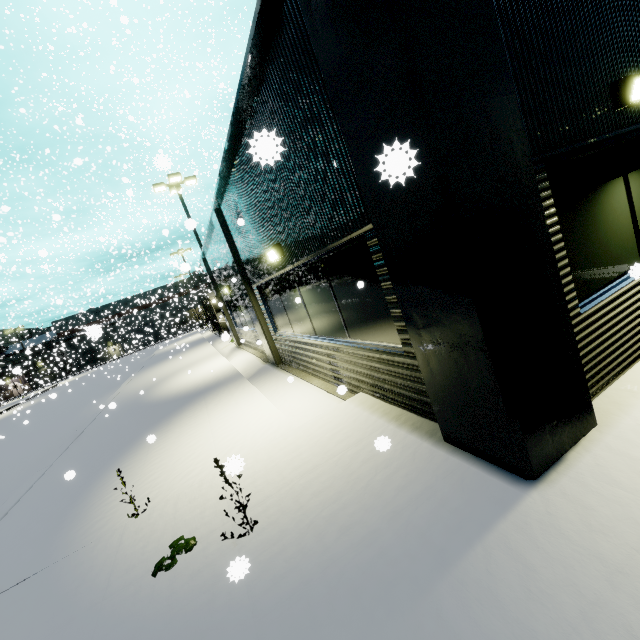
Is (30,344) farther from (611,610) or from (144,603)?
(611,610)

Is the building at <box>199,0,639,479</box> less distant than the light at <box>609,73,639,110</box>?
Yes

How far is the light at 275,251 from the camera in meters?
6.1 m

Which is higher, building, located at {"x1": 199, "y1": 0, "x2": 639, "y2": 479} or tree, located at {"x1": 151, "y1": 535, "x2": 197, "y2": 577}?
building, located at {"x1": 199, "y1": 0, "x2": 639, "y2": 479}

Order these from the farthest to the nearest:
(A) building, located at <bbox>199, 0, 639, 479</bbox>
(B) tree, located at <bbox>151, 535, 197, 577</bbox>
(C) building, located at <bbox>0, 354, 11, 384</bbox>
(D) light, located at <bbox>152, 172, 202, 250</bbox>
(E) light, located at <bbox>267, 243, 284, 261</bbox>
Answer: (C) building, located at <bbox>0, 354, 11, 384</bbox> < (D) light, located at <bbox>152, 172, 202, 250</bbox> < (E) light, located at <bbox>267, 243, 284, 261</bbox> < (B) tree, located at <bbox>151, 535, 197, 577</bbox> < (A) building, located at <bbox>199, 0, 639, 479</bbox>

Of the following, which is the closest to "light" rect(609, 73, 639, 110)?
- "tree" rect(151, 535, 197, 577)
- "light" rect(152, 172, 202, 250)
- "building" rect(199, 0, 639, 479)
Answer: "building" rect(199, 0, 639, 479)

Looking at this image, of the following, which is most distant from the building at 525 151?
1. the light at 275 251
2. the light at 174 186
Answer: the light at 174 186

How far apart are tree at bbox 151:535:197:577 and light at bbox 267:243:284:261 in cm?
450
